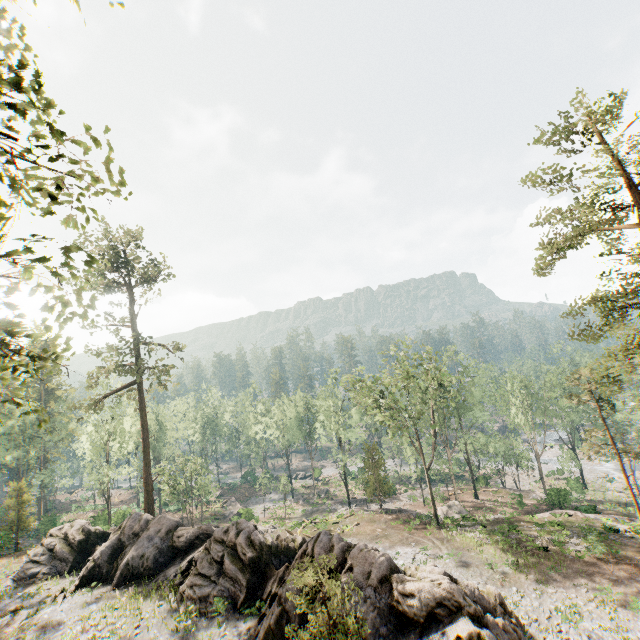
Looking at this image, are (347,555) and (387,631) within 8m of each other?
yes

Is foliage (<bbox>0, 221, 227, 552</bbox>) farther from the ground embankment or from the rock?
the ground embankment

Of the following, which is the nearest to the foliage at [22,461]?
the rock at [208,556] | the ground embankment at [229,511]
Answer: the rock at [208,556]

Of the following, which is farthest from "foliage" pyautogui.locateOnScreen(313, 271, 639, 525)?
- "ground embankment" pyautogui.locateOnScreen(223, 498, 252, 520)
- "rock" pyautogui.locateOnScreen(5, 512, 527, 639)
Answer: "ground embankment" pyautogui.locateOnScreen(223, 498, 252, 520)

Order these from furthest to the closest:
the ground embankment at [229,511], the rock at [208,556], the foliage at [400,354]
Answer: the ground embankment at [229,511]
the foliage at [400,354]
the rock at [208,556]

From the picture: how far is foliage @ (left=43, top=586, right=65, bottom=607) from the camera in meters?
20.9 m
